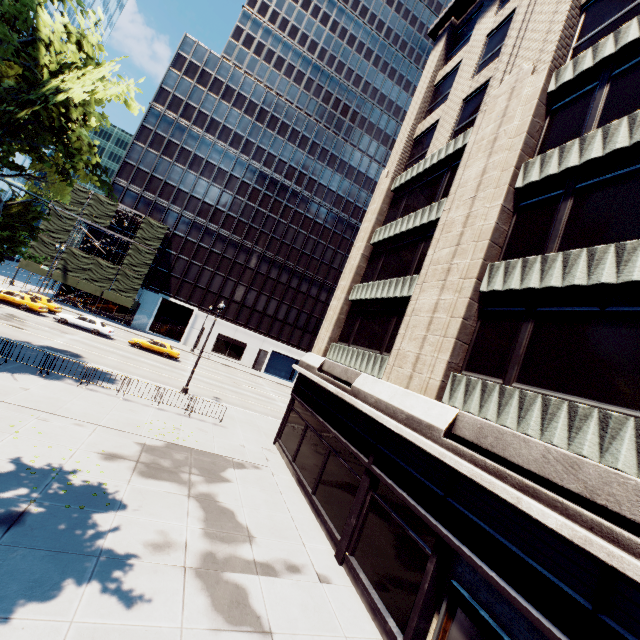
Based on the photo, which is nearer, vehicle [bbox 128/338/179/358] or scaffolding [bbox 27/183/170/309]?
vehicle [bbox 128/338/179/358]

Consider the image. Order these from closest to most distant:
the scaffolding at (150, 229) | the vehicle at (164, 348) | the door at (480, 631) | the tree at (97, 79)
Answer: the tree at (97, 79), the door at (480, 631), the vehicle at (164, 348), the scaffolding at (150, 229)

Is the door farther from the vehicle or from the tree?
the vehicle

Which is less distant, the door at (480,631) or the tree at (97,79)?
the tree at (97,79)

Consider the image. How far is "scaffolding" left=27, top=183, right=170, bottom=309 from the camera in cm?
4175

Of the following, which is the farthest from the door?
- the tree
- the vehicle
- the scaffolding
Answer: the scaffolding

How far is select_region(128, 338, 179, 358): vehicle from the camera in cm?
3406

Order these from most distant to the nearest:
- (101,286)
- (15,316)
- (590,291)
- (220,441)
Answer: (101,286), (15,316), (220,441), (590,291)
